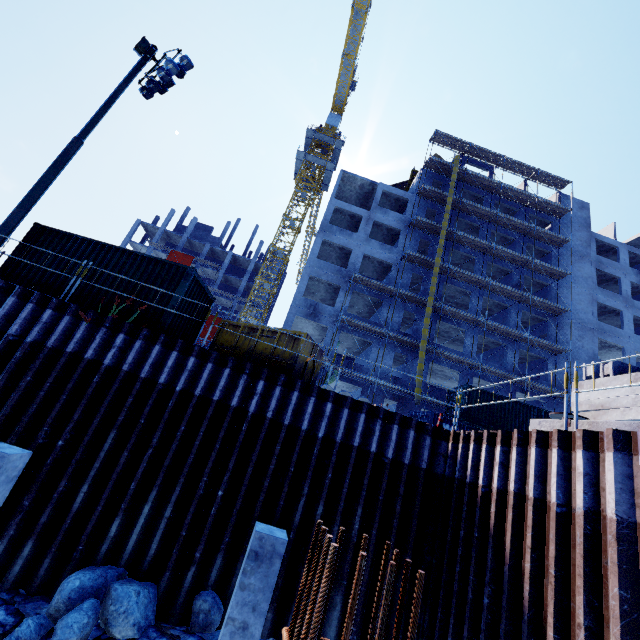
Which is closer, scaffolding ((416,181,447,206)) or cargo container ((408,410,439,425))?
cargo container ((408,410,439,425))

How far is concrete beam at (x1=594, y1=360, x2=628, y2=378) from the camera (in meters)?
8.64

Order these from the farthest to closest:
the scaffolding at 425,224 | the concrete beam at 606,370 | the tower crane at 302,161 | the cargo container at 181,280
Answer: the tower crane at 302,161 → the scaffolding at 425,224 → the cargo container at 181,280 → the concrete beam at 606,370

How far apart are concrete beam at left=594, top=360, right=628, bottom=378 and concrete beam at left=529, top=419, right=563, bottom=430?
2.7m

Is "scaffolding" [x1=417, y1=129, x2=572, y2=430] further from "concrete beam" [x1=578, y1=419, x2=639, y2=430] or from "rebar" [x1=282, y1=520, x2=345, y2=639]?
"rebar" [x1=282, y1=520, x2=345, y2=639]

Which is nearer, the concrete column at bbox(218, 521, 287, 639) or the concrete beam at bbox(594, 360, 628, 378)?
the concrete column at bbox(218, 521, 287, 639)

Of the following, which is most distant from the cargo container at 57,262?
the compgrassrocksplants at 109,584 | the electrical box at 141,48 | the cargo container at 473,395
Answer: the cargo container at 473,395

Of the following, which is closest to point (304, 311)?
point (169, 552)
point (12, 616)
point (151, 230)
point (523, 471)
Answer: point (169, 552)
